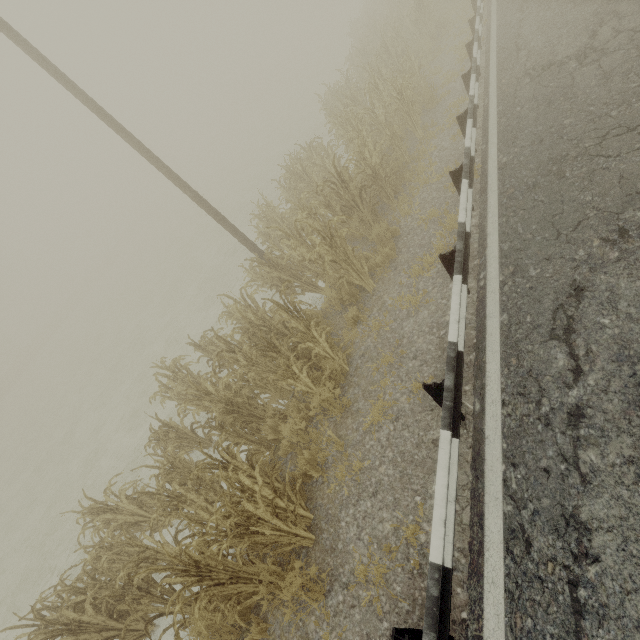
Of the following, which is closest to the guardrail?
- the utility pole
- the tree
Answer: the tree

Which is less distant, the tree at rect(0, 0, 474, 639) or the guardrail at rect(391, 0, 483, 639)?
the guardrail at rect(391, 0, 483, 639)

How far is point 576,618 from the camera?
2.40m

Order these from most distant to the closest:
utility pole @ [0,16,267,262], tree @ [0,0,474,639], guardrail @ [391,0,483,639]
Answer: utility pole @ [0,16,267,262], tree @ [0,0,474,639], guardrail @ [391,0,483,639]

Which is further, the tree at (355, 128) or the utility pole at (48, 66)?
the utility pole at (48, 66)

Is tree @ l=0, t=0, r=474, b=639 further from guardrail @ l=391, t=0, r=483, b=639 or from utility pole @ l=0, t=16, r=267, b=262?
utility pole @ l=0, t=16, r=267, b=262

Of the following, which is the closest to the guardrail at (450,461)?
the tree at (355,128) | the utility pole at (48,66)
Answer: the tree at (355,128)

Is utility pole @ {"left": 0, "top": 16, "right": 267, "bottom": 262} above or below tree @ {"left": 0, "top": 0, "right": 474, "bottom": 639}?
above
